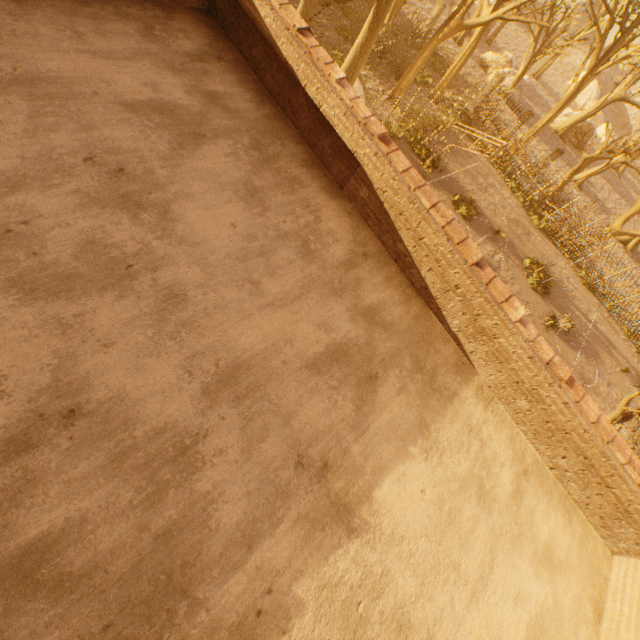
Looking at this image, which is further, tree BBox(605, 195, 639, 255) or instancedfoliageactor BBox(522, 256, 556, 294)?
tree BBox(605, 195, 639, 255)

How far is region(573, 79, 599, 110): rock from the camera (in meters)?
46.34

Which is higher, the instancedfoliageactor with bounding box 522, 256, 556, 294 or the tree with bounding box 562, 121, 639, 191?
the tree with bounding box 562, 121, 639, 191

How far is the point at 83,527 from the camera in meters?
2.4 m

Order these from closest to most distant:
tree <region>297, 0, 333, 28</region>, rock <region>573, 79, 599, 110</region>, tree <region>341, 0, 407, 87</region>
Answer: tree <region>297, 0, 333, 28</region> < tree <region>341, 0, 407, 87</region> < rock <region>573, 79, 599, 110</region>

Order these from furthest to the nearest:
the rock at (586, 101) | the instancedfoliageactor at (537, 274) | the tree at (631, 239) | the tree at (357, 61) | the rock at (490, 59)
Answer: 1. the rock at (586, 101)
2. the rock at (490, 59)
3. the tree at (631, 239)
4. the instancedfoliageactor at (537, 274)
5. the tree at (357, 61)

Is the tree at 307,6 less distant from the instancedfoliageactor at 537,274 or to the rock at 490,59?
the rock at 490,59
